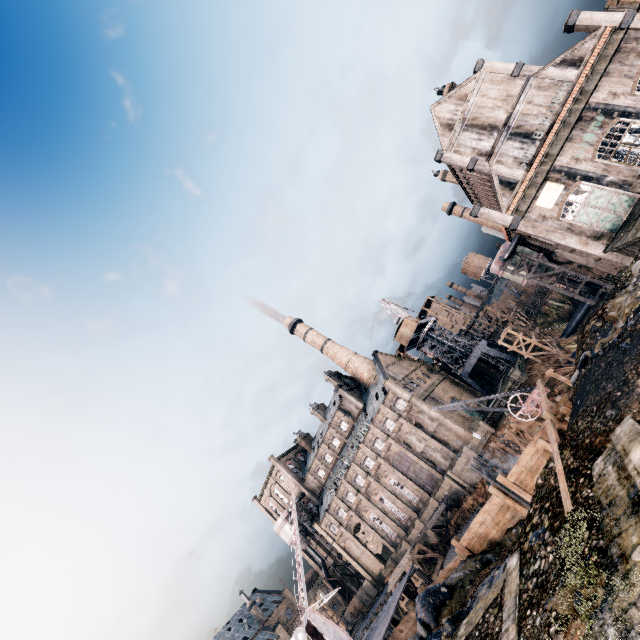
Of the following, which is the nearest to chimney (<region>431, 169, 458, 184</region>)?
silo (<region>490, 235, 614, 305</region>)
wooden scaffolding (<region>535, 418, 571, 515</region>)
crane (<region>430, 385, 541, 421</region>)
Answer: silo (<region>490, 235, 614, 305</region>)

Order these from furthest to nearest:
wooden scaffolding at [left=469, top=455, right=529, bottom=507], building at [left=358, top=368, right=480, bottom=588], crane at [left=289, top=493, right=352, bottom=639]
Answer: building at [left=358, top=368, right=480, bottom=588] → wooden scaffolding at [left=469, top=455, right=529, bottom=507] → crane at [left=289, top=493, right=352, bottom=639]

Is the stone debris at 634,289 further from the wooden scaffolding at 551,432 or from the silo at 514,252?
the silo at 514,252

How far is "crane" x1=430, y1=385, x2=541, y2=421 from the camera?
25.06m

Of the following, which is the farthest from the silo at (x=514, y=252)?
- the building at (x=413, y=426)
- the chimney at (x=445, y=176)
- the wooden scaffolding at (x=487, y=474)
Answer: the building at (x=413, y=426)

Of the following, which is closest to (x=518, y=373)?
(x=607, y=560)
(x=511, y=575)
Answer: (x=511, y=575)

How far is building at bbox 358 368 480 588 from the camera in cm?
5153

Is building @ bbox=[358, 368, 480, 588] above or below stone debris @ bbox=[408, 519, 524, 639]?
above
